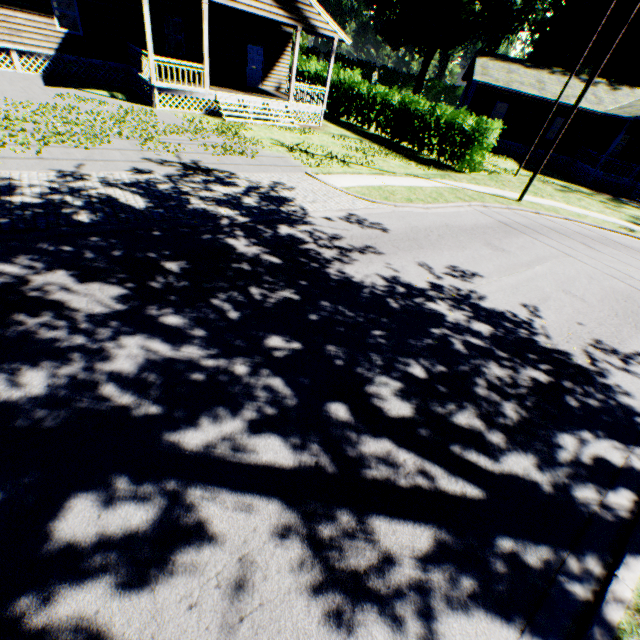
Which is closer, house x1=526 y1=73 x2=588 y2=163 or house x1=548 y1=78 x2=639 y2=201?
house x1=548 y1=78 x2=639 y2=201

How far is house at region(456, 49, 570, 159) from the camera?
25.95m

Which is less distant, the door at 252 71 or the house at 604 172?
the door at 252 71

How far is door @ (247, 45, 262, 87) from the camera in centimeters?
2072cm

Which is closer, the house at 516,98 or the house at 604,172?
the house at 604,172

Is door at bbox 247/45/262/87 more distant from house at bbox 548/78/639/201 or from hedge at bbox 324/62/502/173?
house at bbox 548/78/639/201

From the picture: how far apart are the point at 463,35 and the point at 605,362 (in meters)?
68.05
